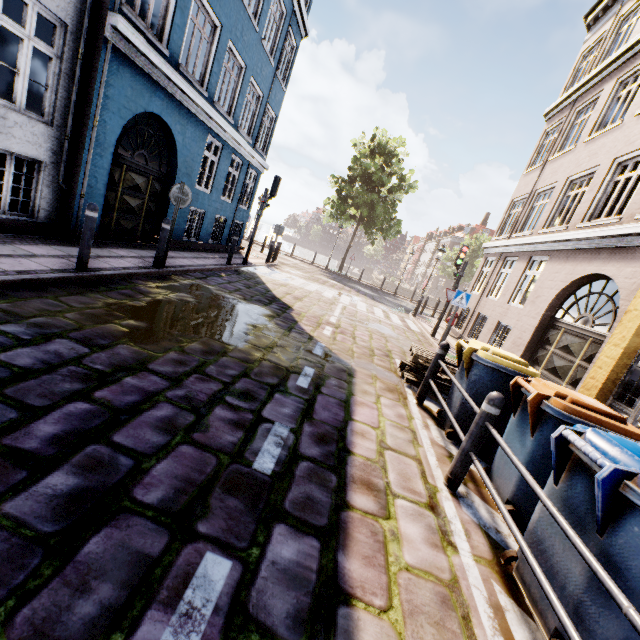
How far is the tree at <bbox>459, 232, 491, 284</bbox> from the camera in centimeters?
4362cm

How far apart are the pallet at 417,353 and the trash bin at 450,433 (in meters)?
0.67

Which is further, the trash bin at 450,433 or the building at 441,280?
the building at 441,280

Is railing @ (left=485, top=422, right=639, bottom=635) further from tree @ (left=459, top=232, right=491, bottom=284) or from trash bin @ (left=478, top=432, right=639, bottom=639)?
tree @ (left=459, top=232, right=491, bottom=284)

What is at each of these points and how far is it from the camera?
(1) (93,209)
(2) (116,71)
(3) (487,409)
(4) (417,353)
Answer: (1) bollard, 5.1 meters
(2) building, 6.7 meters
(3) bollard, 3.1 meters
(4) pallet, 6.0 meters

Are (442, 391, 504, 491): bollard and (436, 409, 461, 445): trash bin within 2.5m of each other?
yes

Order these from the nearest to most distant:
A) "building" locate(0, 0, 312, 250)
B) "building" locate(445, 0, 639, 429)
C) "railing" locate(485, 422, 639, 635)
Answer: "railing" locate(485, 422, 639, 635) → "building" locate(0, 0, 312, 250) → "building" locate(445, 0, 639, 429)

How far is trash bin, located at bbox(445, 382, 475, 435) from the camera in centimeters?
429cm
